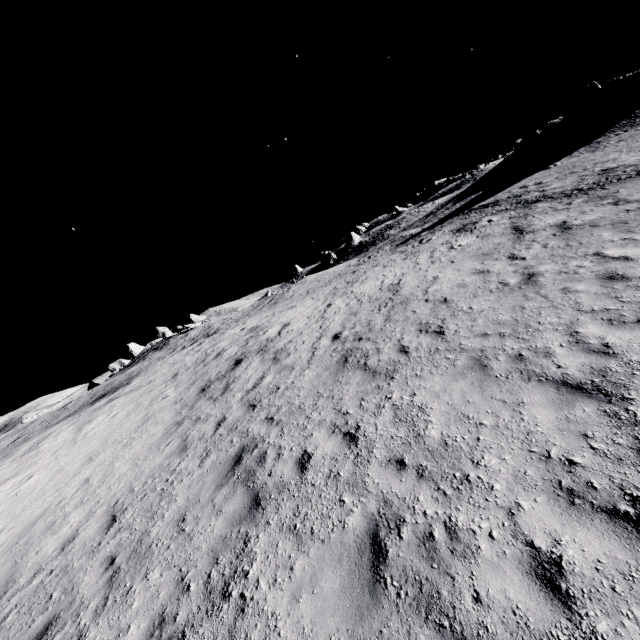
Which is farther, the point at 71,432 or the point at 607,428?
the point at 71,432
